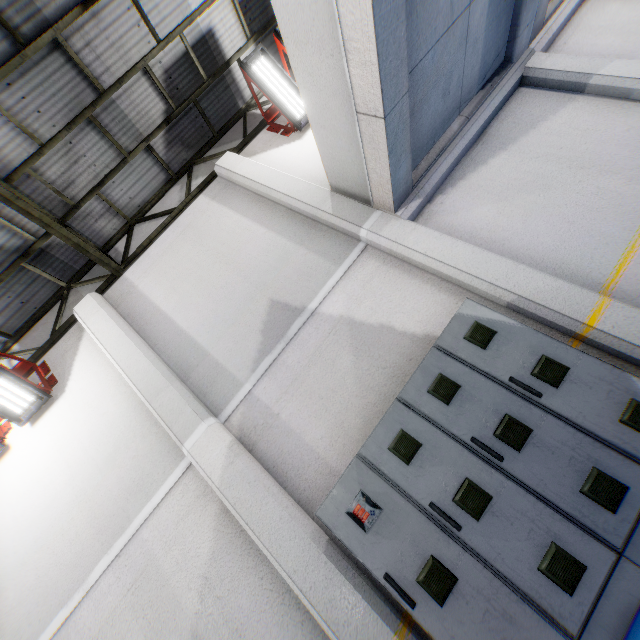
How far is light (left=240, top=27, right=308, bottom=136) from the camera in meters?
6.3

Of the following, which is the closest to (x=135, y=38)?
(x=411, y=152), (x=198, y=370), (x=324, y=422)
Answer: (x=411, y=152)

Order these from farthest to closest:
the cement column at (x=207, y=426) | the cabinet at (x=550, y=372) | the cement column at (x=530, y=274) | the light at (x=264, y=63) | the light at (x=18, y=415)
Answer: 1. the light at (x=264, y=63)
2. the light at (x=18, y=415)
3. the cement column at (x=530, y=274)
4. the cement column at (x=207, y=426)
5. the cabinet at (x=550, y=372)

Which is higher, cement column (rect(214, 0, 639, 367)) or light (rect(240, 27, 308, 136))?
light (rect(240, 27, 308, 136))

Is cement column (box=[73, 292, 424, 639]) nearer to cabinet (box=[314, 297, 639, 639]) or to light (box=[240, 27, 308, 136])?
cabinet (box=[314, 297, 639, 639])

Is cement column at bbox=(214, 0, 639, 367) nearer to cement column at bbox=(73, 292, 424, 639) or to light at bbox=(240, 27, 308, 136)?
light at bbox=(240, 27, 308, 136)

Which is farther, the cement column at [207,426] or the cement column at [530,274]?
the cement column at [530,274]

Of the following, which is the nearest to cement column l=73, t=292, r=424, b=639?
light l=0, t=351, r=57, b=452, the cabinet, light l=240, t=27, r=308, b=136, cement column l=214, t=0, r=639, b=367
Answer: the cabinet
